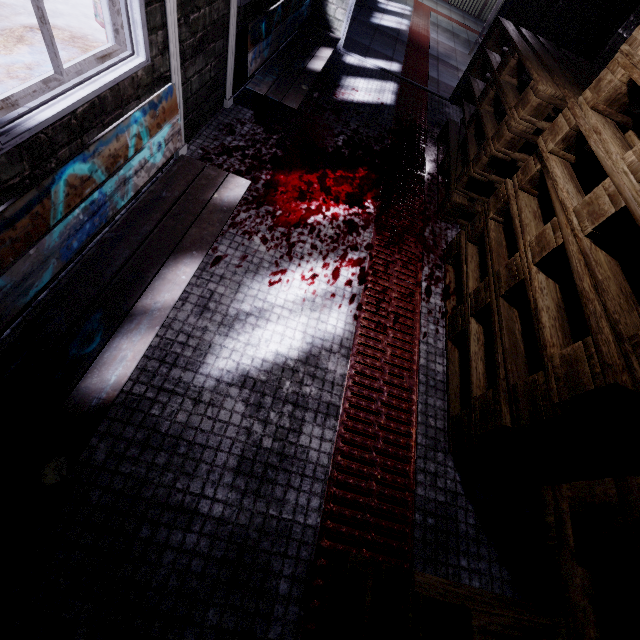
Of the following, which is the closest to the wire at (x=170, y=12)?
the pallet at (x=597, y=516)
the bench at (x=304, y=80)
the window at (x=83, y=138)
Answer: the window at (x=83, y=138)

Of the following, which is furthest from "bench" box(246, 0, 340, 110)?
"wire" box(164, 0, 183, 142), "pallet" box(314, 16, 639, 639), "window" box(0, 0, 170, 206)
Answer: "pallet" box(314, 16, 639, 639)

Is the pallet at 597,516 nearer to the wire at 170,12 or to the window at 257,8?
the window at 257,8

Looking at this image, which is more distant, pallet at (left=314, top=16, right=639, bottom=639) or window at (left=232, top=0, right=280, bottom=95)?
window at (left=232, top=0, right=280, bottom=95)

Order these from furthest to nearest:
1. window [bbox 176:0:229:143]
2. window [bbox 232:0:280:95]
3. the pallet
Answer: window [bbox 232:0:280:95] < window [bbox 176:0:229:143] < the pallet

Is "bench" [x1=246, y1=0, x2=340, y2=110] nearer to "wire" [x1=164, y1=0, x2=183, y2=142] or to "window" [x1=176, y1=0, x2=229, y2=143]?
"window" [x1=176, y1=0, x2=229, y2=143]

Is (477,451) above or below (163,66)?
below

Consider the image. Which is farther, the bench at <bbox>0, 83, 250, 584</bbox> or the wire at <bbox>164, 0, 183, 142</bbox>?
the wire at <bbox>164, 0, 183, 142</bbox>
